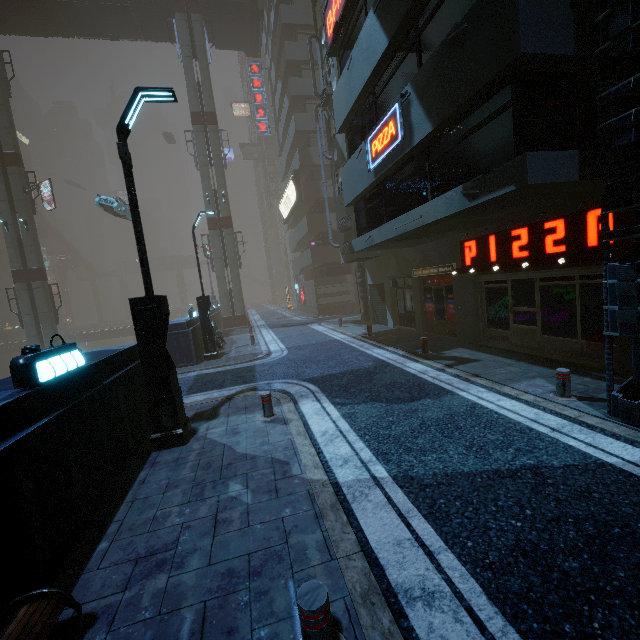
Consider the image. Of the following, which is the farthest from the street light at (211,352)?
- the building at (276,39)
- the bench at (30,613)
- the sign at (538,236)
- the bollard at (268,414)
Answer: the bench at (30,613)

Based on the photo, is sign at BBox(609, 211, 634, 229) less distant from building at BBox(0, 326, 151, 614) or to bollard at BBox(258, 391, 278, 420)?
building at BBox(0, 326, 151, 614)

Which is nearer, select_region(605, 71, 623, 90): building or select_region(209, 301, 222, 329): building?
select_region(605, 71, 623, 90): building

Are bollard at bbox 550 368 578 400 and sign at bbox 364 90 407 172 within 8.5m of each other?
yes

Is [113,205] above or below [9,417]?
above

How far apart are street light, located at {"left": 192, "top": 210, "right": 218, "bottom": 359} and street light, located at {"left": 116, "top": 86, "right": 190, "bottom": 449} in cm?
818

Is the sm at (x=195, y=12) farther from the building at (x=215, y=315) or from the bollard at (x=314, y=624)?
the bollard at (x=314, y=624)

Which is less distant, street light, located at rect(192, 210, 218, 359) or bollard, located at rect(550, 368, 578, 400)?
bollard, located at rect(550, 368, 578, 400)
